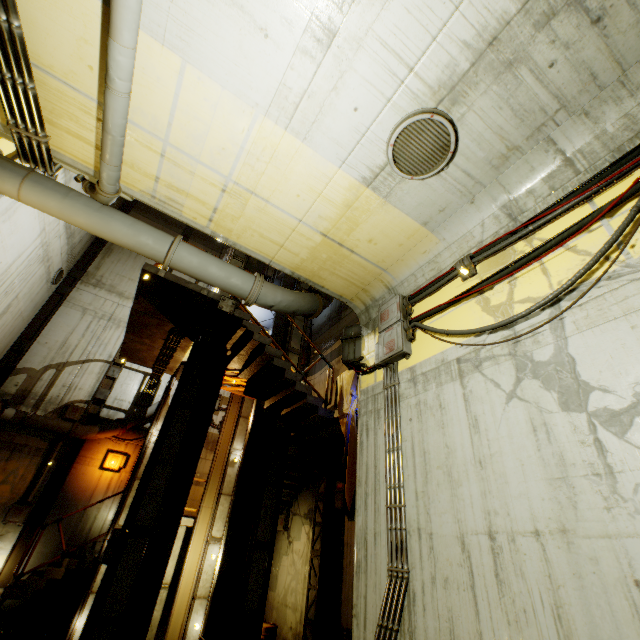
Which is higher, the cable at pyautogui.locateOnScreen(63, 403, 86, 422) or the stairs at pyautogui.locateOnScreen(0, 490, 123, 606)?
the cable at pyautogui.locateOnScreen(63, 403, 86, 422)

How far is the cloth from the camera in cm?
688

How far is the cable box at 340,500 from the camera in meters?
9.5

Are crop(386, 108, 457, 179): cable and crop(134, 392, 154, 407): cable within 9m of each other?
no

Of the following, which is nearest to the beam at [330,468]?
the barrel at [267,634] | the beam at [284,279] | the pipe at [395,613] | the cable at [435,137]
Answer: the barrel at [267,634]

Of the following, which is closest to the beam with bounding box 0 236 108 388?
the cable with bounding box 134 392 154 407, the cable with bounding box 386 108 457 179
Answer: the cable with bounding box 134 392 154 407

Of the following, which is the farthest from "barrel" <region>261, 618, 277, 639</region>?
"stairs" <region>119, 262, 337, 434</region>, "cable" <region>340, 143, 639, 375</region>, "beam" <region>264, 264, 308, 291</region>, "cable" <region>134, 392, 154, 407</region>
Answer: "cable" <region>134, 392, 154, 407</region>

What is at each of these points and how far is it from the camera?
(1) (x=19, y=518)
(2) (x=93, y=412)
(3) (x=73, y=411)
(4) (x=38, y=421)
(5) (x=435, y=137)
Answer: (1) cable, 10.70m
(2) beam, 13.23m
(3) cable, 12.77m
(4) pipe, 11.63m
(5) cable, 3.80m
